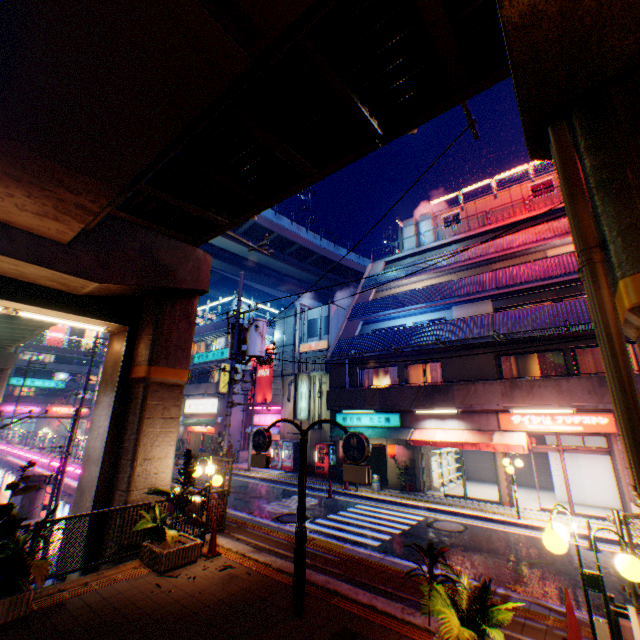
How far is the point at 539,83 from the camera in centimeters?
366cm

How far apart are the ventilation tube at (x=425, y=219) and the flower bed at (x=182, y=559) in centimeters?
2476cm

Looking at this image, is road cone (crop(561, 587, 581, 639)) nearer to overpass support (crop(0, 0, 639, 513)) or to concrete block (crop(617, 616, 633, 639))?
concrete block (crop(617, 616, 633, 639))

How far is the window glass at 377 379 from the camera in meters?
19.9 m

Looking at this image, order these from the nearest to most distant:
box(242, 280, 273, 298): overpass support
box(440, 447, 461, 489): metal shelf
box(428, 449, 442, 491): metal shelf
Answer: box(428, 449, 442, 491): metal shelf, box(440, 447, 461, 489): metal shelf, box(242, 280, 273, 298): overpass support

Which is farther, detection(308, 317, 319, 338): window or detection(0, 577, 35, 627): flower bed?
detection(308, 317, 319, 338): window

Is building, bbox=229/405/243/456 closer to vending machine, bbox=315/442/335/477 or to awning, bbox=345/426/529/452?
vending machine, bbox=315/442/335/477

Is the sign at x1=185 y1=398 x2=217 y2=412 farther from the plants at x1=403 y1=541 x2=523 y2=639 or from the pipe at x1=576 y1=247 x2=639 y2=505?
the pipe at x1=576 y1=247 x2=639 y2=505
